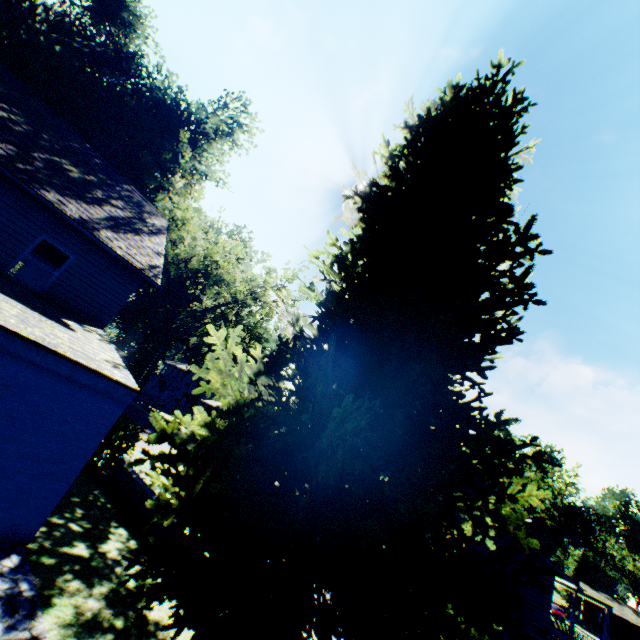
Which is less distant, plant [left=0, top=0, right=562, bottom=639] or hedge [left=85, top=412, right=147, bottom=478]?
plant [left=0, top=0, right=562, bottom=639]

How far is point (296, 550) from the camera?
5.26m

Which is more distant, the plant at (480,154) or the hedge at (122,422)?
the hedge at (122,422)

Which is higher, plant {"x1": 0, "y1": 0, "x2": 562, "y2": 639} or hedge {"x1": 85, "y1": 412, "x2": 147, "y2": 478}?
plant {"x1": 0, "y1": 0, "x2": 562, "y2": 639}

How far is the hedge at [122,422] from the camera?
11.5m

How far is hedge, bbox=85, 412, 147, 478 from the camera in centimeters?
1150cm
